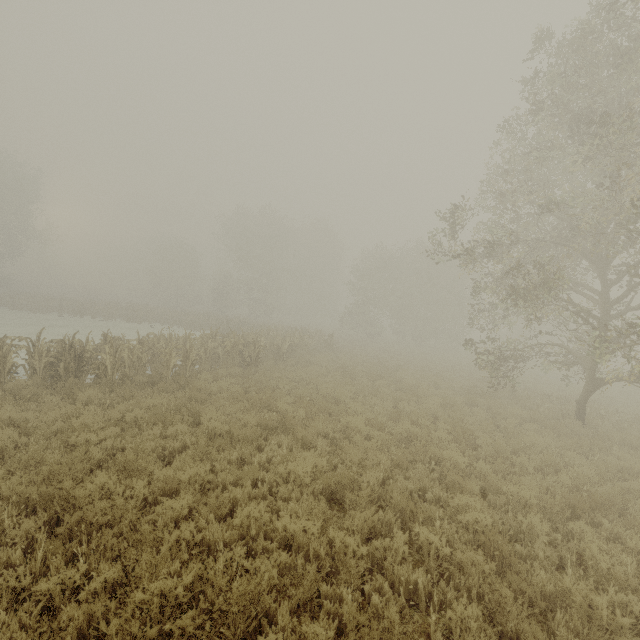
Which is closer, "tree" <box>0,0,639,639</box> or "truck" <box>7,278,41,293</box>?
"tree" <box>0,0,639,639</box>

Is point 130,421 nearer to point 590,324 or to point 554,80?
point 590,324

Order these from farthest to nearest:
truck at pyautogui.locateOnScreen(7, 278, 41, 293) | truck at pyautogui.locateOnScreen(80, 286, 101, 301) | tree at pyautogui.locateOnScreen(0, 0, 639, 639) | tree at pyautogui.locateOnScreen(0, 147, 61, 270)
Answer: truck at pyautogui.locateOnScreen(80, 286, 101, 301), truck at pyautogui.locateOnScreen(7, 278, 41, 293), tree at pyautogui.locateOnScreen(0, 147, 61, 270), tree at pyautogui.locateOnScreen(0, 0, 639, 639)

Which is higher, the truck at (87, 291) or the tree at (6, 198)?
the tree at (6, 198)

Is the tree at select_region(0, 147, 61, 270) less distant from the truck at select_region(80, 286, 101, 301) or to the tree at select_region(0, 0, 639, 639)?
the truck at select_region(80, 286, 101, 301)

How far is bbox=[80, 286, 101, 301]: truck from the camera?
54.71m

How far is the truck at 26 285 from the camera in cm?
5182
